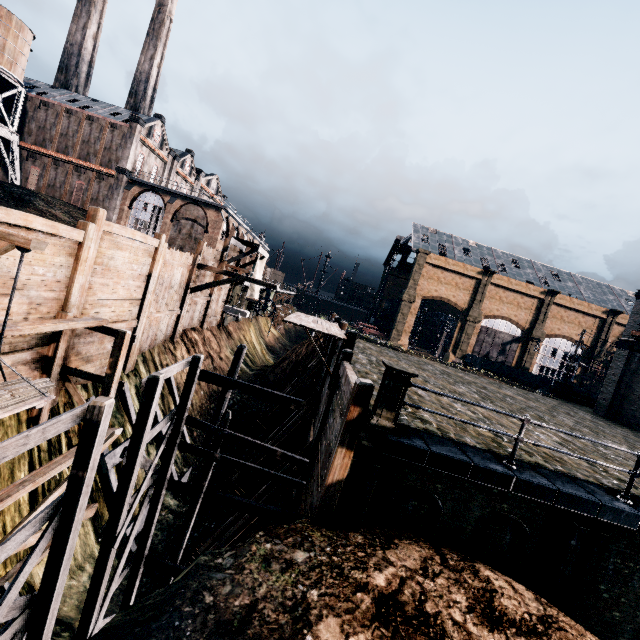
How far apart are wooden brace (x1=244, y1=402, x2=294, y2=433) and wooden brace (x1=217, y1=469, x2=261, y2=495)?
4.8 meters

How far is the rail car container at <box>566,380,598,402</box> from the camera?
33.9m

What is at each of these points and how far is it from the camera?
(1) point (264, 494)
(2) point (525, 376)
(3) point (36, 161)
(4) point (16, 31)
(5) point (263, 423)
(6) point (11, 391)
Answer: (1) wooden brace, 13.1m
(2) rail car, 47.6m
(3) building, 42.5m
(4) water tower, 36.0m
(5) wooden brace, 23.2m
(6) wood pile, 7.4m

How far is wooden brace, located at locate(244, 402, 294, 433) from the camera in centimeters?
2282cm

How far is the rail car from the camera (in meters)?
47.47

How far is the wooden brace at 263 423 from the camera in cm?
2282

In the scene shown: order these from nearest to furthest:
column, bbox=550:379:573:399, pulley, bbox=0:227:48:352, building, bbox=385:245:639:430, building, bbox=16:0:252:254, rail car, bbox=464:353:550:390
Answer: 1. pulley, bbox=0:227:48:352
2. building, bbox=385:245:639:430
3. column, bbox=550:379:573:399
4. building, bbox=16:0:252:254
5. rail car, bbox=464:353:550:390

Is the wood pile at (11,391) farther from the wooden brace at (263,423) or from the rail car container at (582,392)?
the rail car container at (582,392)
